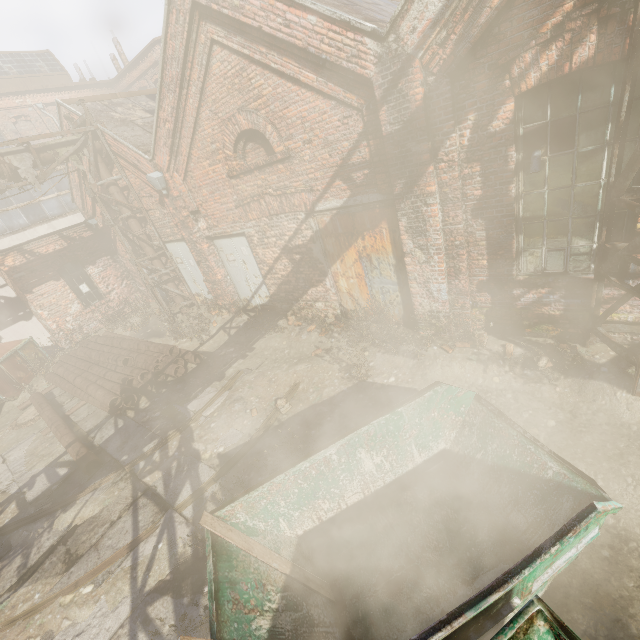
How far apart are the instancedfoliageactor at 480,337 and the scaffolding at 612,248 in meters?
1.5 m

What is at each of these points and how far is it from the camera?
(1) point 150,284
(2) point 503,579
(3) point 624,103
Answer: (1) scaffolding, 11.0 meters
(2) container, 2.3 meters
(3) pipe, 3.5 meters

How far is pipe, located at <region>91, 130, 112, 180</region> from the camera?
9.3m

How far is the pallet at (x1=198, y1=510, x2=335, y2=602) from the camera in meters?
3.3 m

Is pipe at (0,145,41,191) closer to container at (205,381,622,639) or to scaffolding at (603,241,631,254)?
scaffolding at (603,241,631,254)

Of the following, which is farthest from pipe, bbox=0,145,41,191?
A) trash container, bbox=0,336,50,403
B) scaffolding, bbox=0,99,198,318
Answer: trash container, bbox=0,336,50,403

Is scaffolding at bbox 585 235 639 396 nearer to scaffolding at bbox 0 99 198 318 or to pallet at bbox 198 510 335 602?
pallet at bbox 198 510 335 602

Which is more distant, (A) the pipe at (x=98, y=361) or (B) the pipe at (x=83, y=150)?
(B) the pipe at (x=83, y=150)
